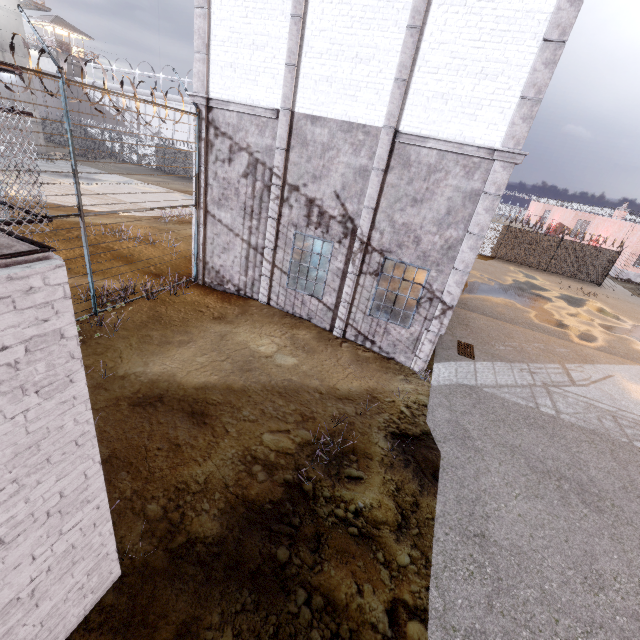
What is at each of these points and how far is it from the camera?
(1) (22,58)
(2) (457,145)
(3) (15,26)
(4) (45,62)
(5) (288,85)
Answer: (1) building, 28.3m
(2) trim, 7.8m
(3) building, 27.2m
(4) building, 46.2m
(5) trim, 8.7m

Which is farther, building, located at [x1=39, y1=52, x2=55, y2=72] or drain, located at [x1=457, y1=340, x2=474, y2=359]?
building, located at [x1=39, y1=52, x2=55, y2=72]

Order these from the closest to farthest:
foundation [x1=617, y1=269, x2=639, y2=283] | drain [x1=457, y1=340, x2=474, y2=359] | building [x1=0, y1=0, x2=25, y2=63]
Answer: drain [x1=457, y1=340, x2=474, y2=359]
building [x1=0, y1=0, x2=25, y2=63]
foundation [x1=617, y1=269, x2=639, y2=283]

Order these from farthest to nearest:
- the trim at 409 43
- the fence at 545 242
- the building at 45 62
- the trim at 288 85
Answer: the building at 45 62 → the fence at 545 242 → the trim at 288 85 → the trim at 409 43

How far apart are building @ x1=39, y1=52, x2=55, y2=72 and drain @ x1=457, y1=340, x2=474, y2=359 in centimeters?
6481cm

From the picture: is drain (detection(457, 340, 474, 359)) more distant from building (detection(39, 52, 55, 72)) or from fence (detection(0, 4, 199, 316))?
building (detection(39, 52, 55, 72))

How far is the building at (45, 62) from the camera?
45.75m

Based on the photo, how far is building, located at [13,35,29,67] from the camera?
27.6m
